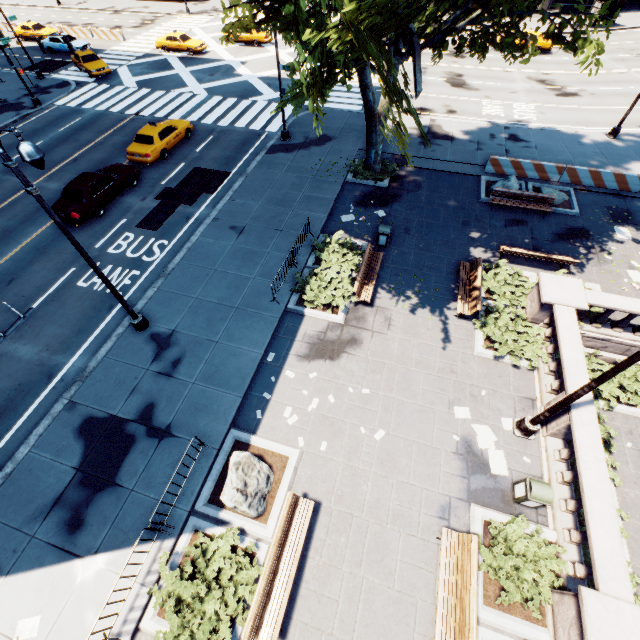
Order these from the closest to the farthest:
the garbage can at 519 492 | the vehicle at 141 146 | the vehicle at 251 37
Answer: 1. the garbage can at 519 492
2. the vehicle at 141 146
3. the vehicle at 251 37

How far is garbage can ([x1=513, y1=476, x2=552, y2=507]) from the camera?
8.2m

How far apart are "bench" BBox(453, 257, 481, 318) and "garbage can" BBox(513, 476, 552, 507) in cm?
574

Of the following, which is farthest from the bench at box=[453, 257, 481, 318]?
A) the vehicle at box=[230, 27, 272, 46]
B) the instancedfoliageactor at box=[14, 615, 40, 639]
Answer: the vehicle at box=[230, 27, 272, 46]

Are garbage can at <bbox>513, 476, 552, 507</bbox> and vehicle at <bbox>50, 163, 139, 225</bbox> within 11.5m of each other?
no

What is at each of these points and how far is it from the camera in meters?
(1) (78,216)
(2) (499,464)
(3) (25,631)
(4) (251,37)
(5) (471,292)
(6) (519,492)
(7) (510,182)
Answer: (1) vehicle, 16.1
(2) instancedfoliageactor, 9.6
(3) instancedfoliageactor, 7.5
(4) vehicle, 33.7
(5) bench, 12.9
(6) garbage can, 8.8
(7) rock, 17.2

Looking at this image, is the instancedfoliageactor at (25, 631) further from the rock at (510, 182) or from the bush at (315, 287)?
the rock at (510, 182)

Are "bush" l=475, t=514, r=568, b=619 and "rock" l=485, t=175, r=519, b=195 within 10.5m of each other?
no
